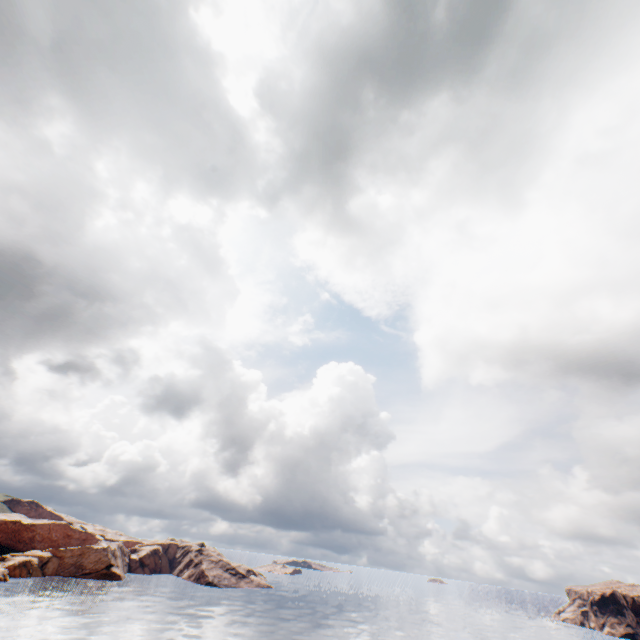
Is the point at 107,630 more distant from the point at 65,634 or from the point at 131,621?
the point at 131,621
